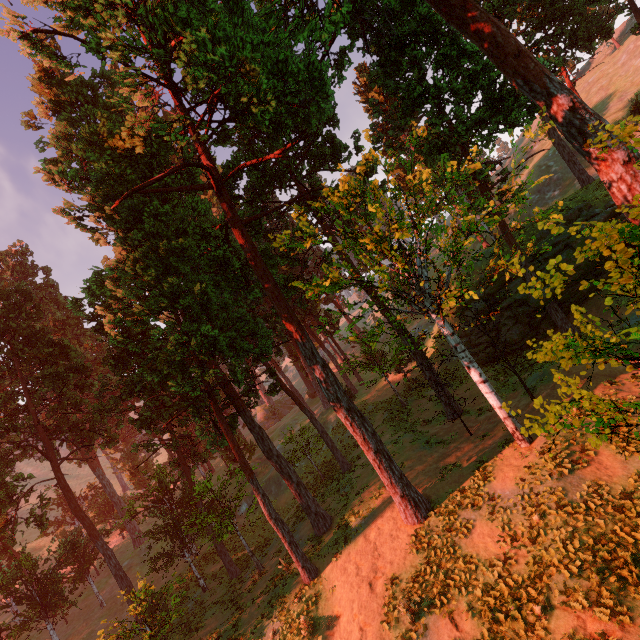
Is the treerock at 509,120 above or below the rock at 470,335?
above

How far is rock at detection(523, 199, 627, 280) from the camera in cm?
2242

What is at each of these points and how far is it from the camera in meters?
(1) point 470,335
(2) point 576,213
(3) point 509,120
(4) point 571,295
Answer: (1) rock, 30.4
(2) rock, 24.9
(3) treerock, 19.5
(4) rock, 23.8

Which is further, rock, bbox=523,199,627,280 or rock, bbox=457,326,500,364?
rock, bbox=457,326,500,364

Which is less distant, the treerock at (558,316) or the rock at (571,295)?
the treerock at (558,316)
